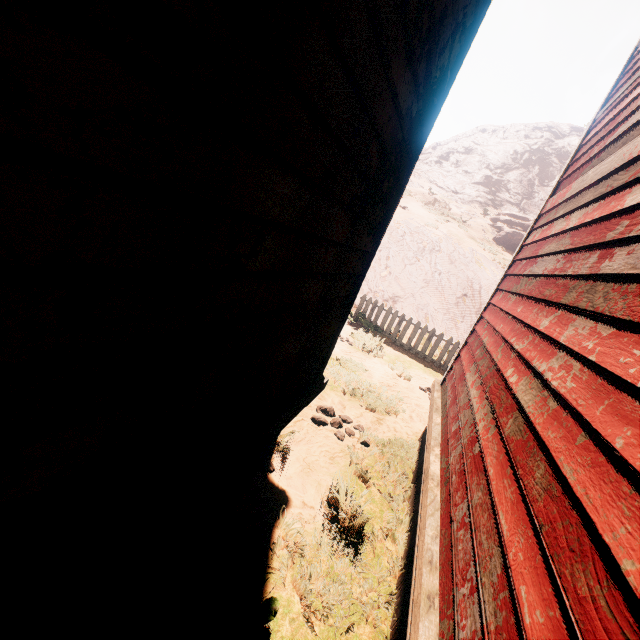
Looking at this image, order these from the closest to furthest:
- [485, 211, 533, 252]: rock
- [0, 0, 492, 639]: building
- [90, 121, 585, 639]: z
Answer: [0, 0, 492, 639]: building → [90, 121, 585, 639]: z → [485, 211, 533, 252]: rock

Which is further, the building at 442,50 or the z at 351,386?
the z at 351,386

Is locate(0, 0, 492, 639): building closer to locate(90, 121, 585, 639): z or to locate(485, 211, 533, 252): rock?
locate(90, 121, 585, 639): z

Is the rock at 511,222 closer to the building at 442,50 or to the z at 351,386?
the z at 351,386

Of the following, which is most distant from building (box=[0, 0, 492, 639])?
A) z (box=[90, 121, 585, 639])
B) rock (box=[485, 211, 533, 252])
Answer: rock (box=[485, 211, 533, 252])

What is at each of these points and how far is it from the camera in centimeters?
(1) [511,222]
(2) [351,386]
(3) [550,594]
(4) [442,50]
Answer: (1) rock, 2247cm
(2) z, 604cm
(3) building, 105cm
(4) building, 211cm

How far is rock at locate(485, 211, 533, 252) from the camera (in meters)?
20.17
